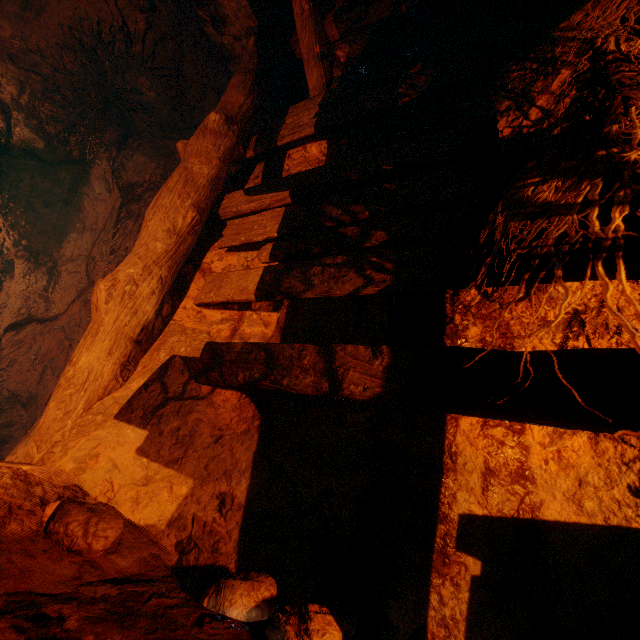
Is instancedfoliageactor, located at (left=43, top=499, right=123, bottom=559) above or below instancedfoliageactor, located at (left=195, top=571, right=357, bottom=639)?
above

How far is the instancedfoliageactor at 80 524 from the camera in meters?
1.1 m

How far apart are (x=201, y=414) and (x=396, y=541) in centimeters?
111cm

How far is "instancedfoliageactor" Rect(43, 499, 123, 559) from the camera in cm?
109

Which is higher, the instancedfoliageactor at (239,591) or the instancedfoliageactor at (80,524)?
the instancedfoliageactor at (80,524)
